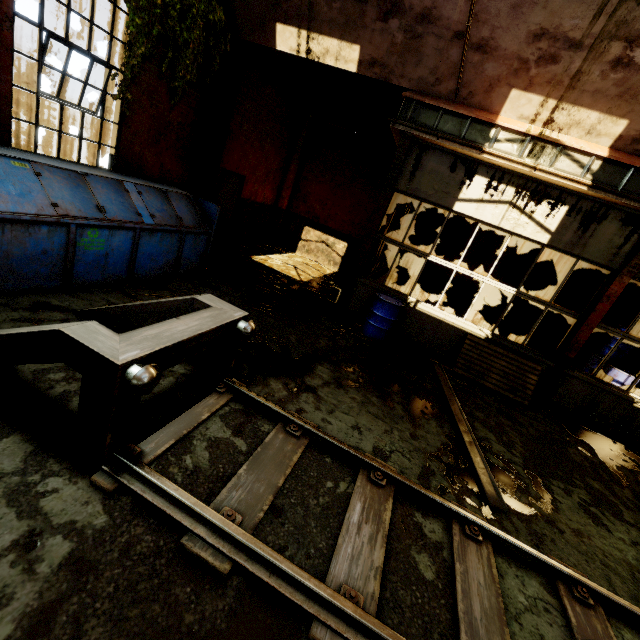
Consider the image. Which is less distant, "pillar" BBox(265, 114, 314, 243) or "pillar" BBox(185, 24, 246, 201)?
"pillar" BBox(185, 24, 246, 201)

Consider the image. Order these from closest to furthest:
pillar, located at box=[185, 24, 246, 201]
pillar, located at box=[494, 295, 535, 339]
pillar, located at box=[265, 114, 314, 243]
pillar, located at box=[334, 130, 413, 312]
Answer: pillar, located at box=[334, 130, 413, 312], pillar, located at box=[185, 24, 246, 201], pillar, located at box=[494, 295, 535, 339], pillar, located at box=[265, 114, 314, 243]

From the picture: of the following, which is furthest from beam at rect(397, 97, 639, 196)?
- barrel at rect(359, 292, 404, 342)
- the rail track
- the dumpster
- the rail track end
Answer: the rail track

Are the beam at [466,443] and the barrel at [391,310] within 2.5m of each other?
yes

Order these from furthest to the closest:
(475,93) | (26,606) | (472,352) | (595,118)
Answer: (472,352) → (475,93) → (595,118) → (26,606)

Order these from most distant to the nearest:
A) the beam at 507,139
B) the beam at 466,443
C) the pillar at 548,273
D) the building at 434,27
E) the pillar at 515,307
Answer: the pillar at 515,307 → the pillar at 548,273 → the beam at 507,139 → the building at 434,27 → the beam at 466,443

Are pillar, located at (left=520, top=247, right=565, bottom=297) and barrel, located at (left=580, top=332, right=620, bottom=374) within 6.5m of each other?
yes

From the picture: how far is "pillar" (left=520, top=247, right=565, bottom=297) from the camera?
10.6 meters
